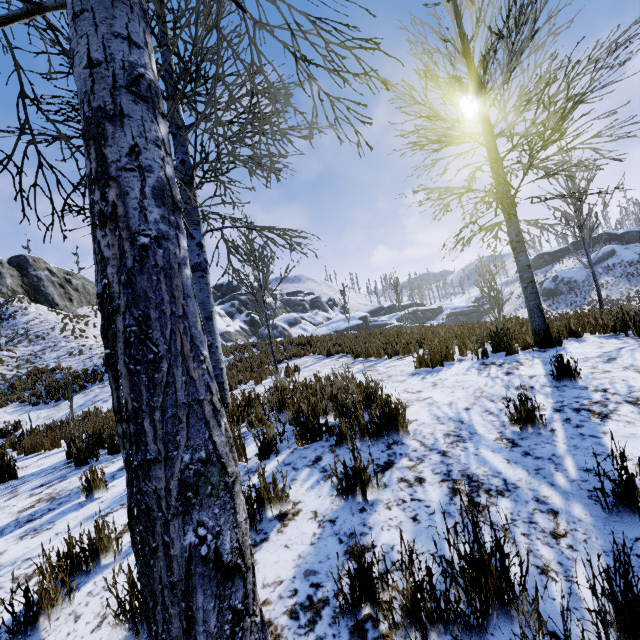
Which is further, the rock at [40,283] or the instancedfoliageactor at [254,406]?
the rock at [40,283]

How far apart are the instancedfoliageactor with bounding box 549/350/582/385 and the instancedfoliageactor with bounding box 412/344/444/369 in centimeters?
188cm

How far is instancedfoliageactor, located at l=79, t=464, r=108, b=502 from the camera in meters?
3.2

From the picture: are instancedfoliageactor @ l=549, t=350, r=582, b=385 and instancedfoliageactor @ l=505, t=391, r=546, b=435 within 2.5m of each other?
yes

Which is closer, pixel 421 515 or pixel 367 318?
pixel 421 515

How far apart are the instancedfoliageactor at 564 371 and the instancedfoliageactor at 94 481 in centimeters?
492cm

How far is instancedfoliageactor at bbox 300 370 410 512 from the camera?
2.3m

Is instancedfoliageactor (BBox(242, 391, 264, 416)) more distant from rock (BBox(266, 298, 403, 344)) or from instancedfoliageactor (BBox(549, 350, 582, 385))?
rock (BBox(266, 298, 403, 344))
